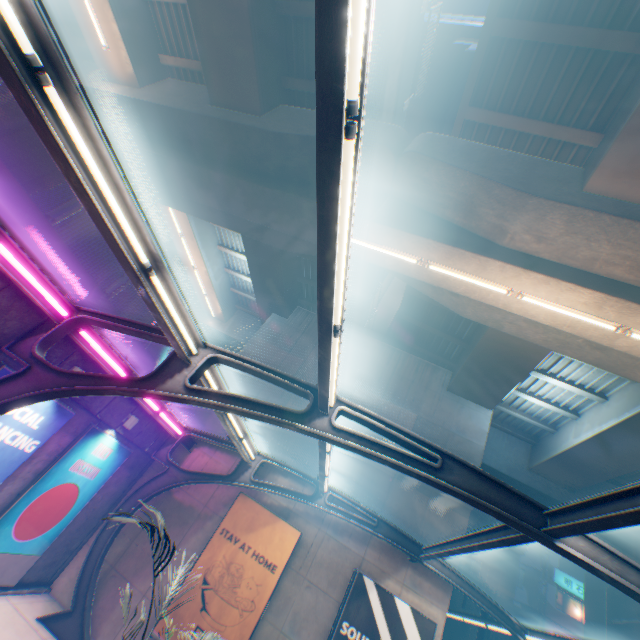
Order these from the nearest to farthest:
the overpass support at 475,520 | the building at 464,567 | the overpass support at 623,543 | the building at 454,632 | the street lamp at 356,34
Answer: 1. the street lamp at 356,34
2. the overpass support at 623,543
3. the overpass support at 475,520
4. the building at 454,632
5. the building at 464,567

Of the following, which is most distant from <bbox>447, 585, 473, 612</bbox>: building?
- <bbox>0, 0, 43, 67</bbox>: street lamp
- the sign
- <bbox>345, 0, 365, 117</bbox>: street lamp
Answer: <bbox>0, 0, 43, 67</bbox>: street lamp

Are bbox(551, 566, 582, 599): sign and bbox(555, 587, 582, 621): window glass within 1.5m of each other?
yes

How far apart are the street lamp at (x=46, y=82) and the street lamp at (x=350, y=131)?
2.77m

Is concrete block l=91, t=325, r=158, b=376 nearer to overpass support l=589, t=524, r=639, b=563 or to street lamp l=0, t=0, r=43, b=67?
street lamp l=0, t=0, r=43, b=67

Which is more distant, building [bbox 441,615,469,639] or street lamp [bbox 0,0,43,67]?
building [bbox 441,615,469,639]

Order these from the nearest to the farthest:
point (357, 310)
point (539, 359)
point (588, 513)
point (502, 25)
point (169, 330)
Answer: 1. point (588, 513)
2. point (169, 330)
3. point (502, 25)
4. point (539, 359)
5. point (357, 310)

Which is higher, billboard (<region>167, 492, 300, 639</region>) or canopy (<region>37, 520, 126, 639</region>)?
billboard (<region>167, 492, 300, 639</region>)
